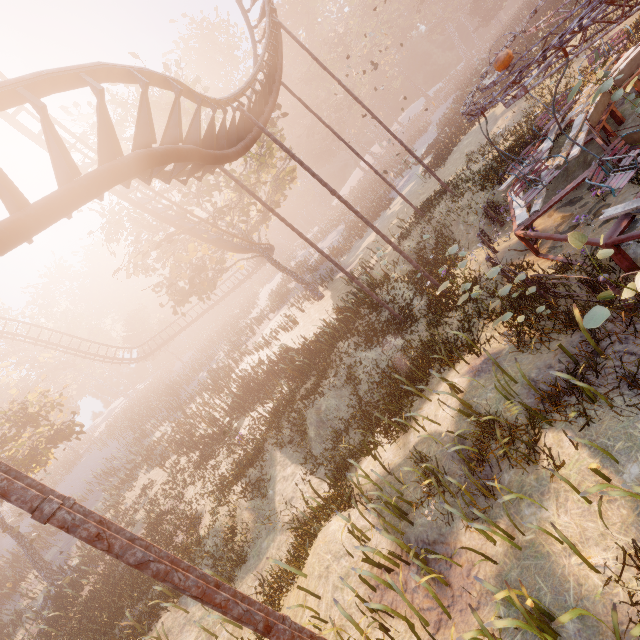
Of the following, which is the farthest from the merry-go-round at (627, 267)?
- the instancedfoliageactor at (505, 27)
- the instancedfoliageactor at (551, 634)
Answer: the instancedfoliageactor at (505, 27)

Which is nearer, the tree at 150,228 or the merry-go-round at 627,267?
the merry-go-round at 627,267

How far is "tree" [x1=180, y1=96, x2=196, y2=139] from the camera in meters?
20.0 m

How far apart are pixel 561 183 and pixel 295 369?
14.3m

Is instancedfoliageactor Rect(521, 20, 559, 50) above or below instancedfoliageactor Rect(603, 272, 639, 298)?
below

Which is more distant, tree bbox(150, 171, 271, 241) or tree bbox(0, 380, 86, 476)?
tree bbox(150, 171, 271, 241)

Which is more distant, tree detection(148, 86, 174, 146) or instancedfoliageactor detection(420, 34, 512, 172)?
instancedfoliageactor detection(420, 34, 512, 172)
